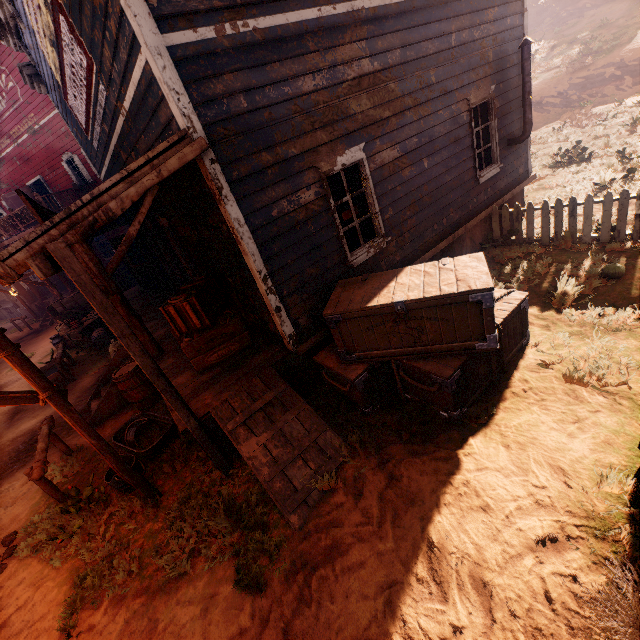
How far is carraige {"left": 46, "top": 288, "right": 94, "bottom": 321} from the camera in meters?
14.0 m

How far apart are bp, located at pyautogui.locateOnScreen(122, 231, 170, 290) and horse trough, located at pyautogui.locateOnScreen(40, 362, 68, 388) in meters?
3.5 m

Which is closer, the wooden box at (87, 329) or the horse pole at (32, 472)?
the horse pole at (32, 472)

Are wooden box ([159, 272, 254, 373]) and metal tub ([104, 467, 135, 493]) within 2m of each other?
yes

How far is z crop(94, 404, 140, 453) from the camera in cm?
635

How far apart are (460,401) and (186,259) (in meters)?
6.85

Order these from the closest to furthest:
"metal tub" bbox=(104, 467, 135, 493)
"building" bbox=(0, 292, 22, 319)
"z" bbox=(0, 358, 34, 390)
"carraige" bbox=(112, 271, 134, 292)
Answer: "metal tub" bbox=(104, 467, 135, 493)
"z" bbox=(0, 358, 34, 390)
"carraige" bbox=(112, 271, 134, 292)
"building" bbox=(0, 292, 22, 319)

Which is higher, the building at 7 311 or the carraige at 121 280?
the carraige at 121 280
